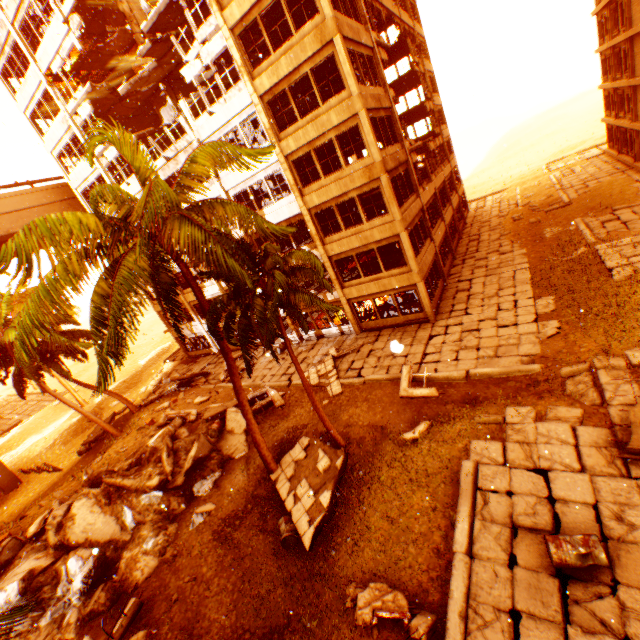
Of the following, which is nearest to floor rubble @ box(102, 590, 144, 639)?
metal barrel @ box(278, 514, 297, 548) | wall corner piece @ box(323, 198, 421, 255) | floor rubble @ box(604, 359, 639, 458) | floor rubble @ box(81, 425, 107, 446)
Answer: metal barrel @ box(278, 514, 297, 548)

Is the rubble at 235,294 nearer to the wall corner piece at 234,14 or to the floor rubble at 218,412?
the floor rubble at 218,412

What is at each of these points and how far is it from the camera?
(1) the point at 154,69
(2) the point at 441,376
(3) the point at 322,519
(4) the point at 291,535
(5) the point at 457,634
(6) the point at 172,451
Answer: (1) floor rubble, 20.8m
(2) concrete curb, 14.2m
(3) floor rubble, 10.3m
(4) metal barrel, 10.2m
(5) concrete curb, 6.3m
(6) rock pile, 15.2m

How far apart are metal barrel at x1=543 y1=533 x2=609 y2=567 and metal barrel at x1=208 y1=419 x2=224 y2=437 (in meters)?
13.22

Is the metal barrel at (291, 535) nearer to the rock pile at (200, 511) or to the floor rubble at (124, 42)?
the rock pile at (200, 511)

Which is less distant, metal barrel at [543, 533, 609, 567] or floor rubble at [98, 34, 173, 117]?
metal barrel at [543, 533, 609, 567]

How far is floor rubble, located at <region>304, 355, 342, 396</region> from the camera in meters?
16.9 m

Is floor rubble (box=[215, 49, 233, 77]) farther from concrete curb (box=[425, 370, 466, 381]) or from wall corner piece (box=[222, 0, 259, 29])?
concrete curb (box=[425, 370, 466, 381])
